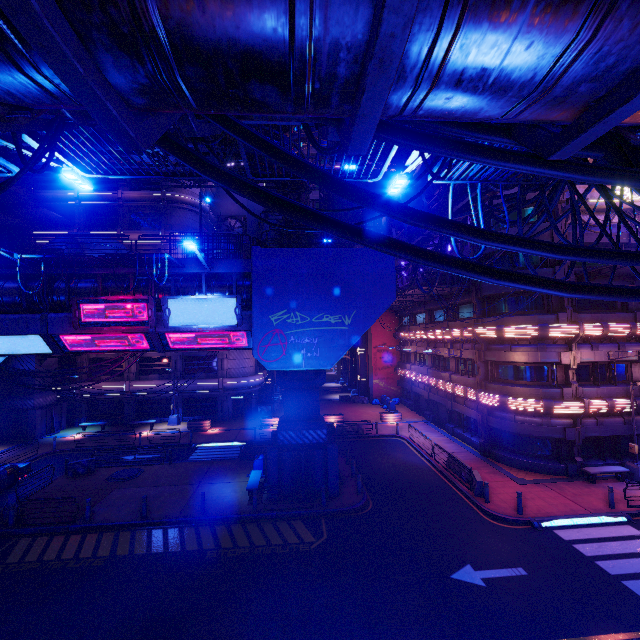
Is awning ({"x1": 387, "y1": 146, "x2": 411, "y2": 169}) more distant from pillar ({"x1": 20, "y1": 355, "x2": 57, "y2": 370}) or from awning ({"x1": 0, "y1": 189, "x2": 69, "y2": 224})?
awning ({"x1": 0, "y1": 189, "x2": 69, "y2": 224})

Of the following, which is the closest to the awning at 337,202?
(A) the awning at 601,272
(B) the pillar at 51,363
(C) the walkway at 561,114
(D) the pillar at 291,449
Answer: (D) the pillar at 291,449

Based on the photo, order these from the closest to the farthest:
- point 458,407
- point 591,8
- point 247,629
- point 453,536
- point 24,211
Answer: point 591,8, point 247,629, point 453,536, point 458,407, point 24,211

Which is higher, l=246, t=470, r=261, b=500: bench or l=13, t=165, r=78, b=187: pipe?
l=13, t=165, r=78, b=187: pipe

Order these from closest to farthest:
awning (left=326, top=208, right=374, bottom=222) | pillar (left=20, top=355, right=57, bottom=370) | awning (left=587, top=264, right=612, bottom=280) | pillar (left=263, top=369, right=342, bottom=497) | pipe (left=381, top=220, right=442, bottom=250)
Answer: pipe (left=381, top=220, right=442, bottom=250) < pillar (left=263, top=369, right=342, bottom=497) < awning (left=587, top=264, right=612, bottom=280) < awning (left=326, top=208, right=374, bottom=222) < pillar (left=20, top=355, right=57, bottom=370)

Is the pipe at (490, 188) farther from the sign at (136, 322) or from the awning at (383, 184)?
the sign at (136, 322)

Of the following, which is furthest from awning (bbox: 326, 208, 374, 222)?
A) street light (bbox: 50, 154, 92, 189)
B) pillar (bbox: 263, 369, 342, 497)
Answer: street light (bbox: 50, 154, 92, 189)

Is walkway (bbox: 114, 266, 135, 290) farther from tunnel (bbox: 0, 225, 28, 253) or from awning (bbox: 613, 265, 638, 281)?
awning (bbox: 613, 265, 638, 281)
